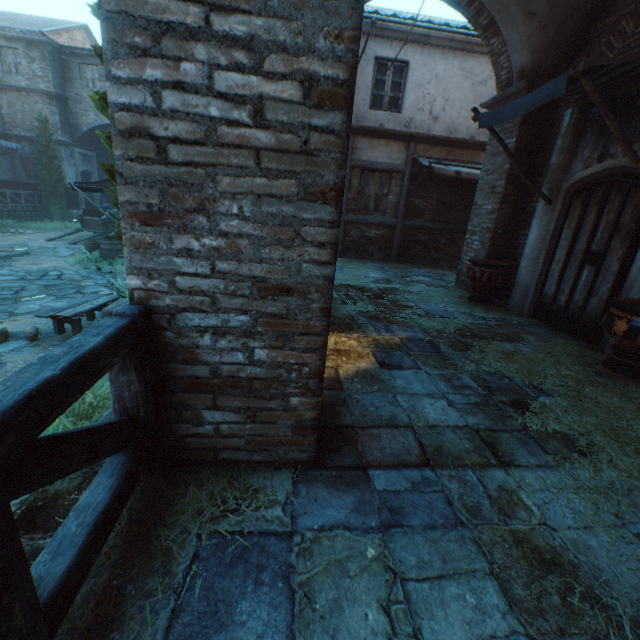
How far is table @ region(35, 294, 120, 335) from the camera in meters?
5.1

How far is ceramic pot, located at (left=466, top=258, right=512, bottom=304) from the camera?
6.11m

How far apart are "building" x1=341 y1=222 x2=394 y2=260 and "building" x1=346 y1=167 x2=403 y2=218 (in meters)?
0.23

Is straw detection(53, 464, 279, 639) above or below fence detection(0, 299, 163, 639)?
below

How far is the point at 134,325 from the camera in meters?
1.5

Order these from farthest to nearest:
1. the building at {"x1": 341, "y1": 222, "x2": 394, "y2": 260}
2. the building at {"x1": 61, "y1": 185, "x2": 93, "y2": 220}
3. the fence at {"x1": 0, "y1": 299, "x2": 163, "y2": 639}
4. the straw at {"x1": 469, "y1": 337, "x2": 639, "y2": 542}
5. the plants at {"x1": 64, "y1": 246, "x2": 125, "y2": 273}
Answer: the building at {"x1": 61, "y1": 185, "x2": 93, "y2": 220}, the building at {"x1": 341, "y1": 222, "x2": 394, "y2": 260}, the plants at {"x1": 64, "y1": 246, "x2": 125, "y2": 273}, the straw at {"x1": 469, "y1": 337, "x2": 639, "y2": 542}, the fence at {"x1": 0, "y1": 299, "x2": 163, "y2": 639}

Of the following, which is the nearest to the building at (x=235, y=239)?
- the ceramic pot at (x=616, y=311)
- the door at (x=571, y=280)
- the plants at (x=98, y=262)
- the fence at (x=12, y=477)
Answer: the plants at (x=98, y=262)

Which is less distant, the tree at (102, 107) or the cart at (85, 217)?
the tree at (102, 107)
